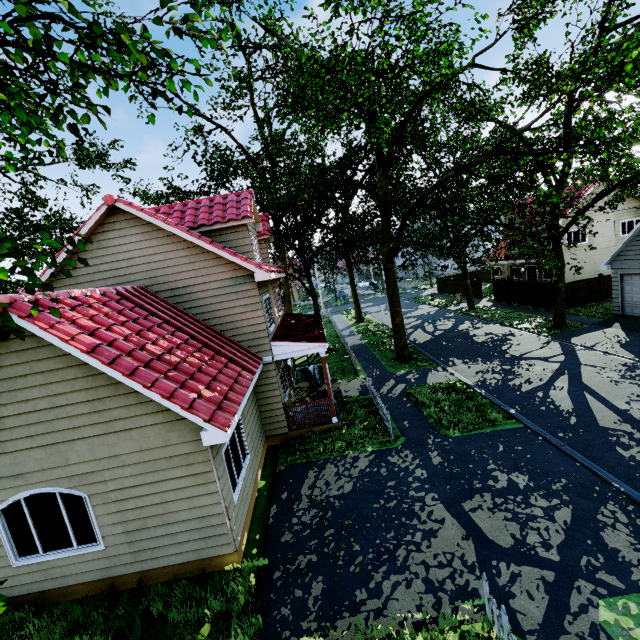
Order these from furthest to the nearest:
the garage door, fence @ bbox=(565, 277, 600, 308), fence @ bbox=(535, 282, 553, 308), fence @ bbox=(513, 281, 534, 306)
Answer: fence @ bbox=(513, 281, 534, 306) → fence @ bbox=(535, 282, 553, 308) → fence @ bbox=(565, 277, 600, 308) → the garage door

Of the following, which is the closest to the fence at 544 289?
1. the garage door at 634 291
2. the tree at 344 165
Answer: the tree at 344 165

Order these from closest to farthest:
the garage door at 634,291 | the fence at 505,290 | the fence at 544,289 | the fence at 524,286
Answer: the garage door at 634,291 → the fence at 544,289 → the fence at 524,286 → the fence at 505,290

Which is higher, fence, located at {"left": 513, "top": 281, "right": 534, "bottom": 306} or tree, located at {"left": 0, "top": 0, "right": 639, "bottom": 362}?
tree, located at {"left": 0, "top": 0, "right": 639, "bottom": 362}

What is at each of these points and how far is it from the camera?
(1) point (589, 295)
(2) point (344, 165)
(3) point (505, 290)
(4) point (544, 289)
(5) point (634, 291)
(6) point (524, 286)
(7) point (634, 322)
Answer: (1) fence, 23.3m
(2) tree, 22.8m
(3) fence, 29.9m
(4) fence, 24.9m
(5) garage door, 18.0m
(6) fence, 27.2m
(7) garage entrance, 17.6m

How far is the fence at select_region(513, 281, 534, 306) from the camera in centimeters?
2645cm
